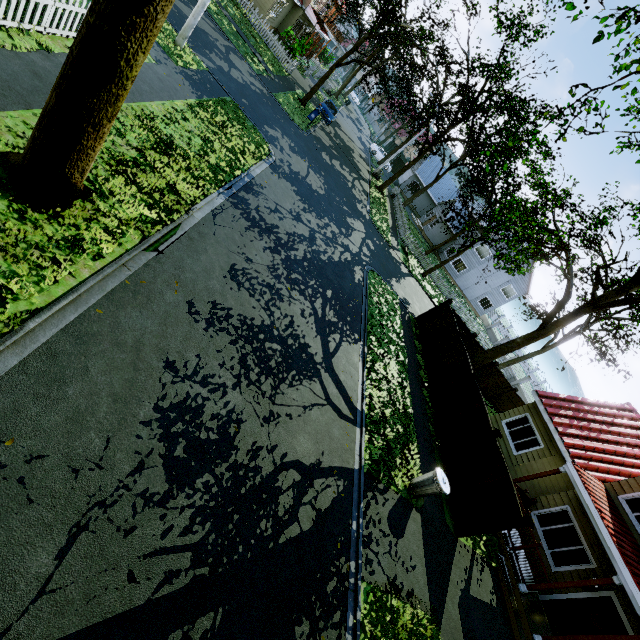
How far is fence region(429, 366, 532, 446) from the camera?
12.0 meters

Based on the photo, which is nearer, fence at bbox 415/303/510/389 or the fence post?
the fence post

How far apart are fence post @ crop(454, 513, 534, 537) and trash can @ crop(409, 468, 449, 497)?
1.9m

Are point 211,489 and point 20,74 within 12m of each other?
yes

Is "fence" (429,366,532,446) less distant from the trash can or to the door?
the trash can

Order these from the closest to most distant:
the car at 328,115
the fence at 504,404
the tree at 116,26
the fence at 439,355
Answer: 1. the tree at 116,26
2. the fence at 504,404
3. the fence at 439,355
4. the car at 328,115

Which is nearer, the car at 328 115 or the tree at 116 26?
the tree at 116 26
